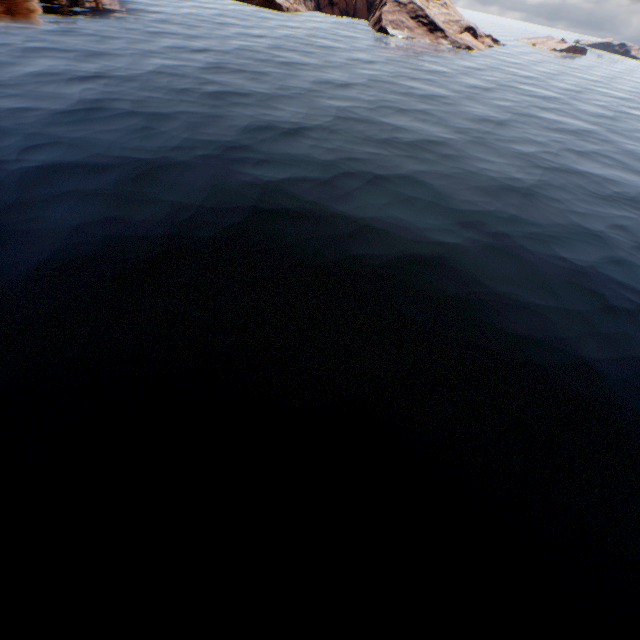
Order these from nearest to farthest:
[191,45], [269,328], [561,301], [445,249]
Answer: [269,328], [561,301], [445,249], [191,45]
